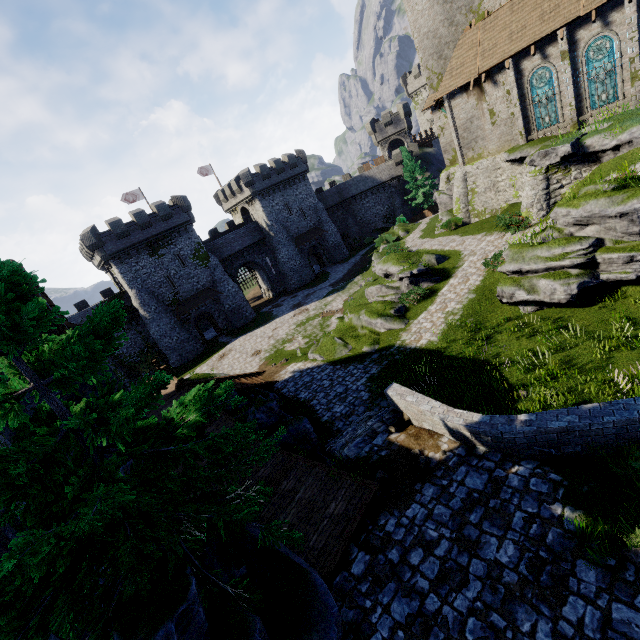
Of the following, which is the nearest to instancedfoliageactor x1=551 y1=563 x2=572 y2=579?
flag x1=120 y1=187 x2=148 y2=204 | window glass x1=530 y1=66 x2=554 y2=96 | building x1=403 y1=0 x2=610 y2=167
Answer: building x1=403 y1=0 x2=610 y2=167

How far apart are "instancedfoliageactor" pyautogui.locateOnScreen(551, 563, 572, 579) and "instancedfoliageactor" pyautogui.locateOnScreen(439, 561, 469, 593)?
1.3 meters

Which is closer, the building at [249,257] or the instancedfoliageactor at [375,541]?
the instancedfoliageactor at [375,541]

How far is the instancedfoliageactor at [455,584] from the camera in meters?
5.4 m

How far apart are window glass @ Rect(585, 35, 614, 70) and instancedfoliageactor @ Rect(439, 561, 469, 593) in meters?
27.5 m

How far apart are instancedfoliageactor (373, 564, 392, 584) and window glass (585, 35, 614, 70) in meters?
28.1 m

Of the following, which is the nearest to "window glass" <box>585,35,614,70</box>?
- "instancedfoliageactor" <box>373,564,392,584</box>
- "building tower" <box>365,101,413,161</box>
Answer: "instancedfoliageactor" <box>373,564,392,584</box>

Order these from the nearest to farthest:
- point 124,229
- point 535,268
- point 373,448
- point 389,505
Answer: point 389,505
point 373,448
point 535,268
point 124,229
